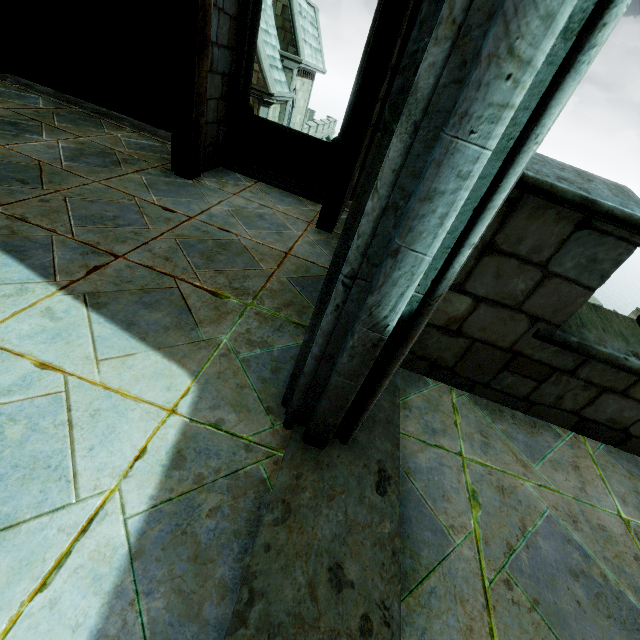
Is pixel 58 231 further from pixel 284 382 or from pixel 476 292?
pixel 476 292
